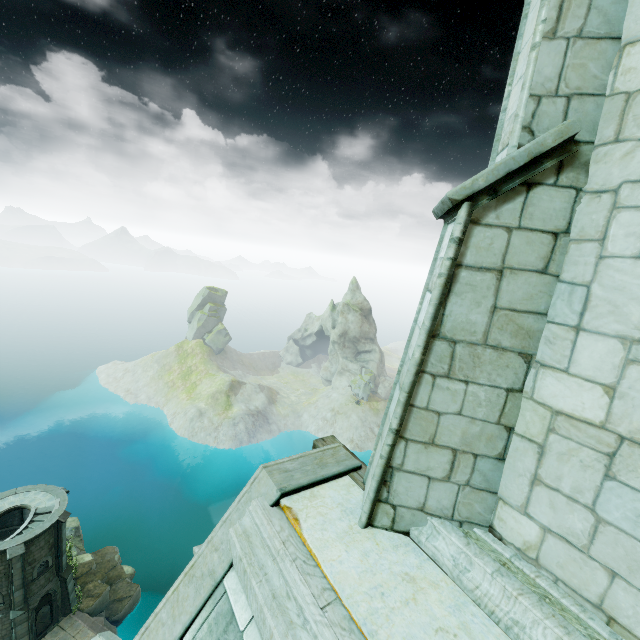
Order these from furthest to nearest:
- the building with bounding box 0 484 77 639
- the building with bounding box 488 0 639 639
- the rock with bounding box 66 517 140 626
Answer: the rock with bounding box 66 517 140 626
the building with bounding box 0 484 77 639
the building with bounding box 488 0 639 639

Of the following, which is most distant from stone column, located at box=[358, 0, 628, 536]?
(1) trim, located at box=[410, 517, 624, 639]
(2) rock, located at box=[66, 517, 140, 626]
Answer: (2) rock, located at box=[66, 517, 140, 626]

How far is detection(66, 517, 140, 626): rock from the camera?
29.39m

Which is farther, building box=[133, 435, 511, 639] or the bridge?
the bridge

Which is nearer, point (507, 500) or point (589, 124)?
point (589, 124)

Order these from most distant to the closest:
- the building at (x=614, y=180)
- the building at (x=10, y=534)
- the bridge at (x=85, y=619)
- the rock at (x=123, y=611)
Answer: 1. the rock at (x=123, y=611)
2. the bridge at (x=85, y=619)
3. the building at (x=10, y=534)
4. the building at (x=614, y=180)

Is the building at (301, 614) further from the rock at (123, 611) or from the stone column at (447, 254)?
the rock at (123, 611)

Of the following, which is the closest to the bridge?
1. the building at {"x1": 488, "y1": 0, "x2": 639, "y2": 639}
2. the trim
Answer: the building at {"x1": 488, "y1": 0, "x2": 639, "y2": 639}
